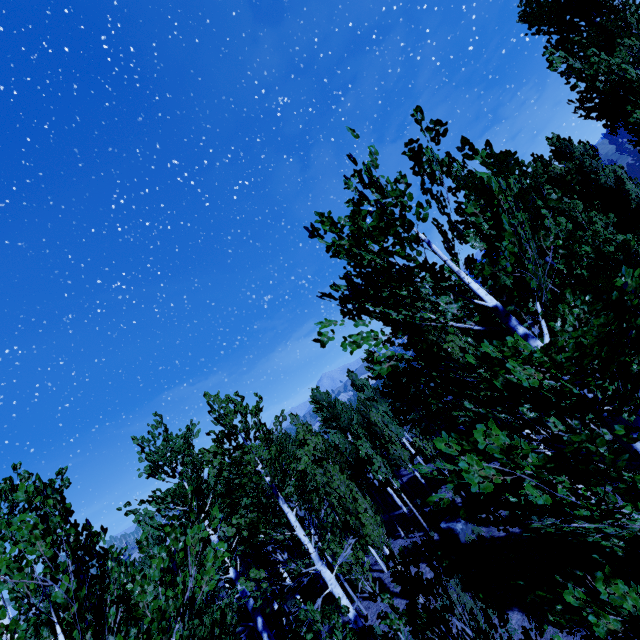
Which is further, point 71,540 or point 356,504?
point 356,504

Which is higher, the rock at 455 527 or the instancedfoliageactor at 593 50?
the instancedfoliageactor at 593 50

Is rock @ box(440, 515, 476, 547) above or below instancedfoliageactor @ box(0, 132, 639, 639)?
below

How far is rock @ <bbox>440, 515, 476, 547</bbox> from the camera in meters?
14.5 m

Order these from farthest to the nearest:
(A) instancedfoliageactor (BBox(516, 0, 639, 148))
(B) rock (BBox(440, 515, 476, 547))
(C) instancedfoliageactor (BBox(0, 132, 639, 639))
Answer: (B) rock (BBox(440, 515, 476, 547)) → (A) instancedfoliageactor (BBox(516, 0, 639, 148)) → (C) instancedfoliageactor (BBox(0, 132, 639, 639))

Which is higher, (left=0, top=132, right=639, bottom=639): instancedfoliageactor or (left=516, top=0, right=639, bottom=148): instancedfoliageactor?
(left=516, top=0, right=639, bottom=148): instancedfoliageactor

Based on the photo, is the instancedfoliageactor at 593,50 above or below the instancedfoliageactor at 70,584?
above
